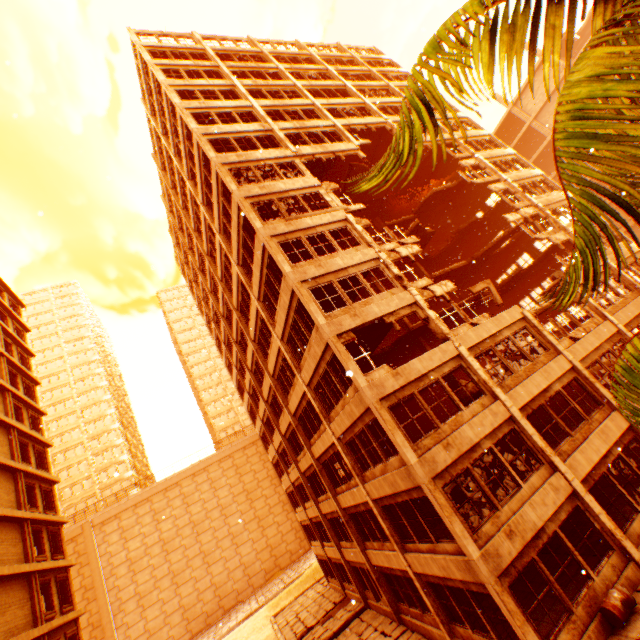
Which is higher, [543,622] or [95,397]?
[95,397]

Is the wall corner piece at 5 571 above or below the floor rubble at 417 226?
below

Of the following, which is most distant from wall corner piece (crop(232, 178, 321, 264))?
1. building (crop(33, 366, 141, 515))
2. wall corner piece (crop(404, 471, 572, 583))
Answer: building (crop(33, 366, 141, 515))

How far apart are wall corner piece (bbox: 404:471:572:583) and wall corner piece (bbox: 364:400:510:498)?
2.21m

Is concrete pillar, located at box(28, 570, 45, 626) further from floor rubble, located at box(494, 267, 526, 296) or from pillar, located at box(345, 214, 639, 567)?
pillar, located at box(345, 214, 639, 567)

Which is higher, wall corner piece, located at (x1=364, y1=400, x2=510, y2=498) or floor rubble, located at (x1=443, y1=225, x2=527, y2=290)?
floor rubble, located at (x1=443, y1=225, x2=527, y2=290)

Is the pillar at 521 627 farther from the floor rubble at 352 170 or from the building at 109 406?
the building at 109 406

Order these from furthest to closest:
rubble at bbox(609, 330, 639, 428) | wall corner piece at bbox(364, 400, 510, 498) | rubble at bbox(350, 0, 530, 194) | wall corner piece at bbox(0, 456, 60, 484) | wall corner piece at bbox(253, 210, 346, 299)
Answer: wall corner piece at bbox(0, 456, 60, 484) < wall corner piece at bbox(253, 210, 346, 299) < wall corner piece at bbox(364, 400, 510, 498) < rubble at bbox(350, 0, 530, 194) < rubble at bbox(609, 330, 639, 428)
